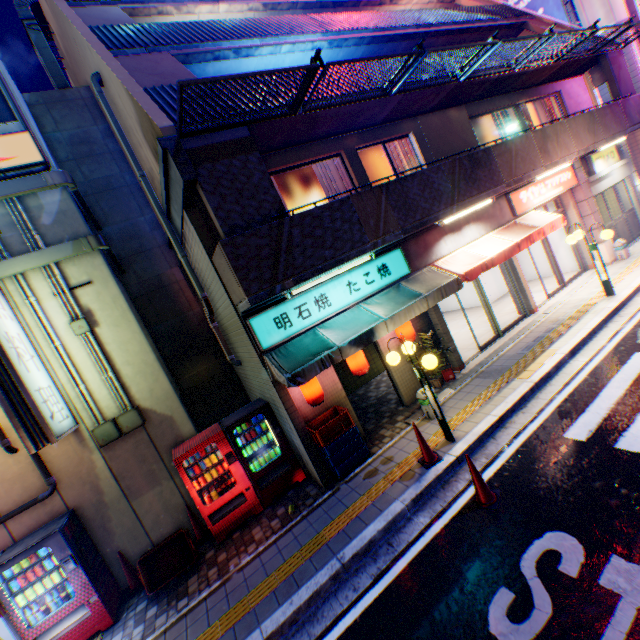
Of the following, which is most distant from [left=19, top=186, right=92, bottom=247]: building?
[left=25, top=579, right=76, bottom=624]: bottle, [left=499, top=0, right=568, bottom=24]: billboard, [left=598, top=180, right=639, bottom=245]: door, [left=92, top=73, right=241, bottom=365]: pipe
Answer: [left=499, top=0, right=568, bottom=24]: billboard

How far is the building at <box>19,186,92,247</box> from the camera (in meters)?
6.82

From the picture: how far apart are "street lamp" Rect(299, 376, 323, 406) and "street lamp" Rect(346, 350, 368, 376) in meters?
0.9

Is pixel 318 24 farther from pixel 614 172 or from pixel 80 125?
pixel 614 172

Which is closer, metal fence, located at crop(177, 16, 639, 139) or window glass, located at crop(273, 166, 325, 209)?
metal fence, located at crop(177, 16, 639, 139)

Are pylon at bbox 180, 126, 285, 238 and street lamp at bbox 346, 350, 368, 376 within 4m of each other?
yes

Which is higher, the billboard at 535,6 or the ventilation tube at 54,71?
the ventilation tube at 54,71

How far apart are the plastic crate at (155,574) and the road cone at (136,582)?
0.0m
